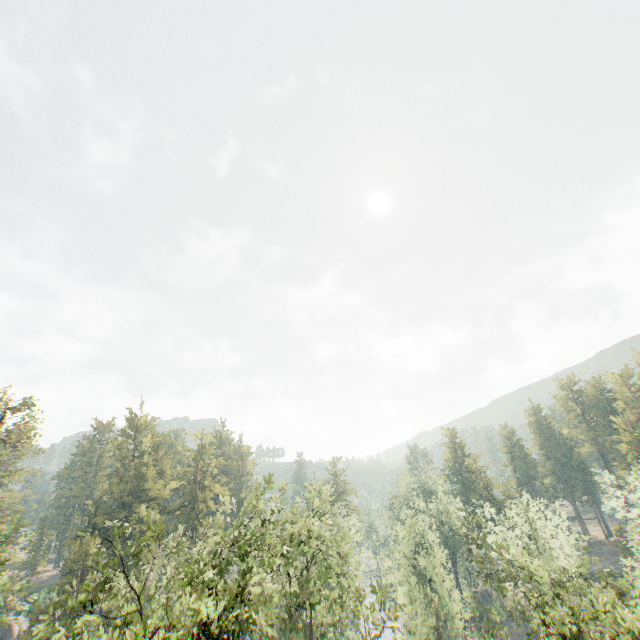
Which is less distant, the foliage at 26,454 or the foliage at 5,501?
the foliage at 5,501

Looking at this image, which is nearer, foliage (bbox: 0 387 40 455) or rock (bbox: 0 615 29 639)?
foliage (bbox: 0 387 40 455)

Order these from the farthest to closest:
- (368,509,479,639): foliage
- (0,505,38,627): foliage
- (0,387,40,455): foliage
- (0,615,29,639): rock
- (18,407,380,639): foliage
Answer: (0,615,29,639): rock → (0,387,40,455): foliage → (368,509,479,639): foliage → (0,505,38,627): foliage → (18,407,380,639): foliage

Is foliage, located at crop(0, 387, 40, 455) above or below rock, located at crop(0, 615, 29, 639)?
above

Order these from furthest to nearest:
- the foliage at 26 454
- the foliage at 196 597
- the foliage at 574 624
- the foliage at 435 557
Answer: the foliage at 26 454 < the foliage at 435 557 < the foliage at 574 624 < the foliage at 196 597

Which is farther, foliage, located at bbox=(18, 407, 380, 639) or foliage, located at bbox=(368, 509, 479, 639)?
foliage, located at bbox=(368, 509, 479, 639)

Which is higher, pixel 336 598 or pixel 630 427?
pixel 630 427
